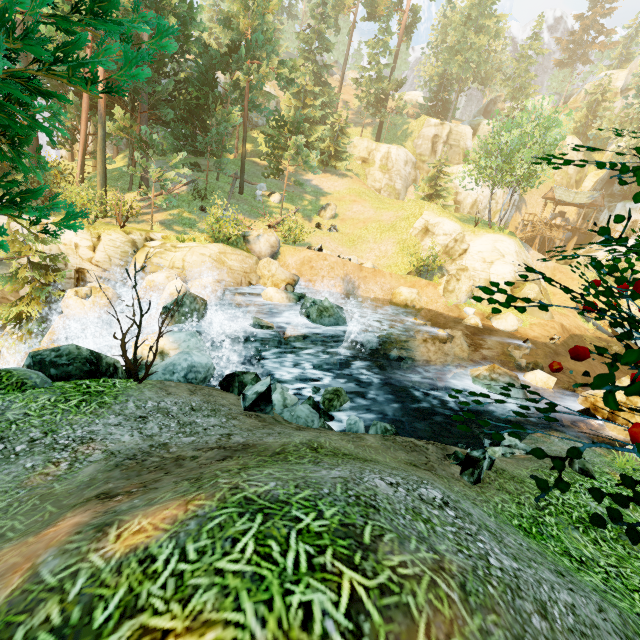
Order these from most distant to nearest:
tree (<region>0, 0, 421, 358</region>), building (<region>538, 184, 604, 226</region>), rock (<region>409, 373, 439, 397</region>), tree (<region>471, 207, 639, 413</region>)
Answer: building (<region>538, 184, 604, 226</region>) < rock (<region>409, 373, 439, 397</region>) < tree (<region>0, 0, 421, 358</region>) < tree (<region>471, 207, 639, 413</region>)

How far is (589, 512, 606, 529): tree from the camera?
2.20m

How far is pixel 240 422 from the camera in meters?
5.6 m

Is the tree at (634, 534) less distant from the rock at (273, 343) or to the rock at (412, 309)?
the rock at (273, 343)

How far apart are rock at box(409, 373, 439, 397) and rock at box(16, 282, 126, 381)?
10.1m

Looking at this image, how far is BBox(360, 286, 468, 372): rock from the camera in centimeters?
1645cm

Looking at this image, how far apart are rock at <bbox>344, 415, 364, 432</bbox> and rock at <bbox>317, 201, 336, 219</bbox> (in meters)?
24.78

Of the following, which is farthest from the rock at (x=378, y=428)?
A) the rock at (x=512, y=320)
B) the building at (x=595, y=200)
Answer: the building at (x=595, y=200)
